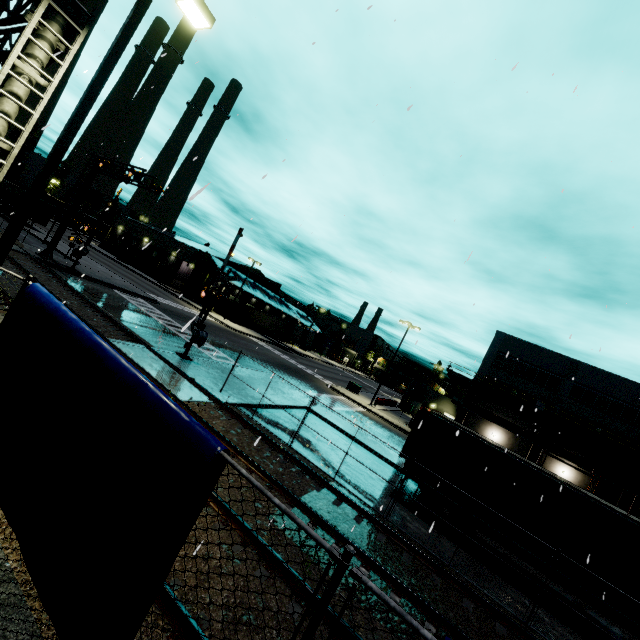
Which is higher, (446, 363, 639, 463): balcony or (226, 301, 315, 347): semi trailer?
(446, 363, 639, 463): balcony

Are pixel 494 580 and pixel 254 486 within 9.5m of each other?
no

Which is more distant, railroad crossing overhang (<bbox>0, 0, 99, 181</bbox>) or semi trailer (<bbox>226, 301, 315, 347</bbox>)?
semi trailer (<bbox>226, 301, 315, 347</bbox>)

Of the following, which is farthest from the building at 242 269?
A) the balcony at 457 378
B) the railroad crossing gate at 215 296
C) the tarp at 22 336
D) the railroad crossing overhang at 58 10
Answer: the railroad crossing overhang at 58 10

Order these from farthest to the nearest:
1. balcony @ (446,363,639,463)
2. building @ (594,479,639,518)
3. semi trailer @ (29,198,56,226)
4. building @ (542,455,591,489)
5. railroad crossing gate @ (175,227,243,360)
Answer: semi trailer @ (29,198,56,226) < building @ (542,455,591,489) < building @ (594,479,639,518) < balcony @ (446,363,639,463) < railroad crossing gate @ (175,227,243,360)

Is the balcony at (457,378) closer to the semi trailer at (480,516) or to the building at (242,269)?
the building at (242,269)

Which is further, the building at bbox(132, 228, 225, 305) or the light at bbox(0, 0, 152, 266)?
the building at bbox(132, 228, 225, 305)
